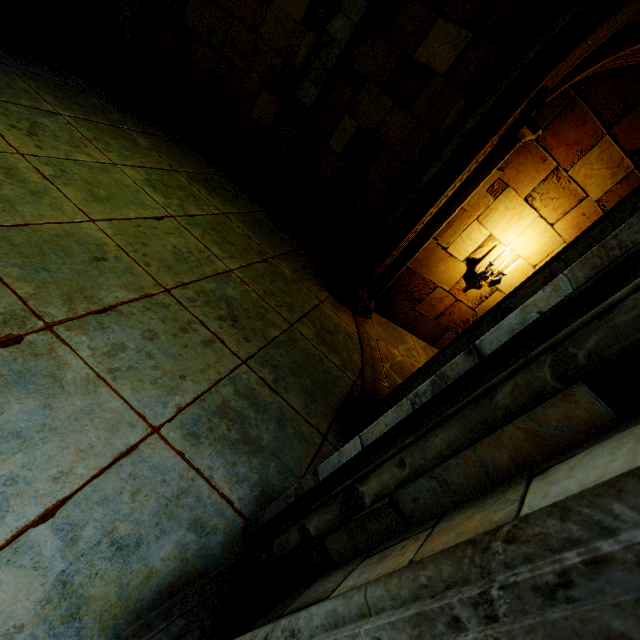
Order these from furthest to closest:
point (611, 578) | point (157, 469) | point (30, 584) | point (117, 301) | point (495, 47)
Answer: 1. point (495, 47)
2. point (117, 301)
3. point (157, 469)
4. point (30, 584)
5. point (611, 578)

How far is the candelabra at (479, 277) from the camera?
5.6 meters

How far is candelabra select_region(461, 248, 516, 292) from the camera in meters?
5.6 m
